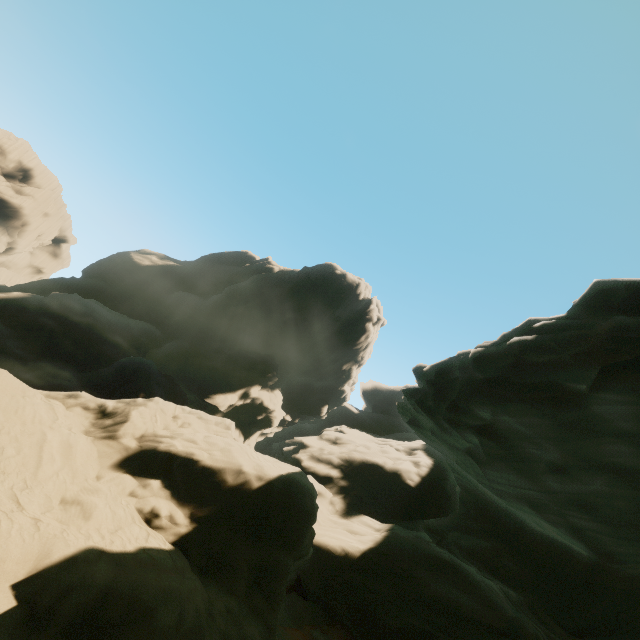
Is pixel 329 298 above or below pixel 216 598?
above
